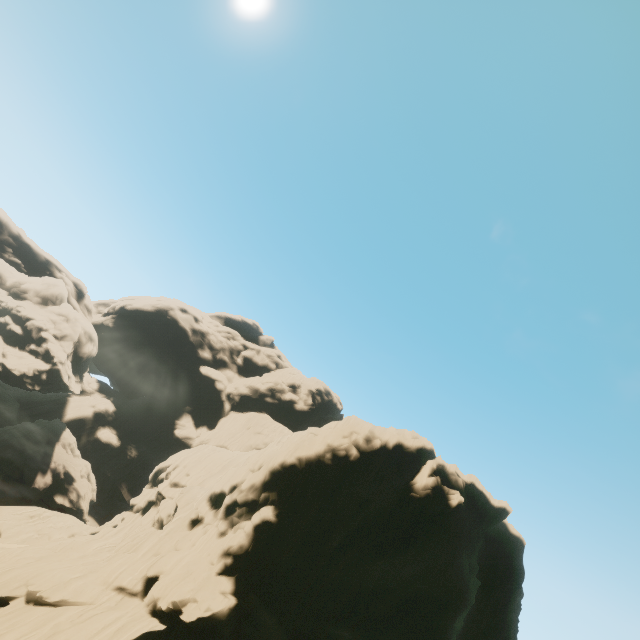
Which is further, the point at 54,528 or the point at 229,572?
the point at 54,528

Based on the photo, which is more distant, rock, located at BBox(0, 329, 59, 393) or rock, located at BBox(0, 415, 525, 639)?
rock, located at BBox(0, 329, 59, 393)

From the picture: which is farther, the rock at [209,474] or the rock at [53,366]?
the rock at [53,366]
